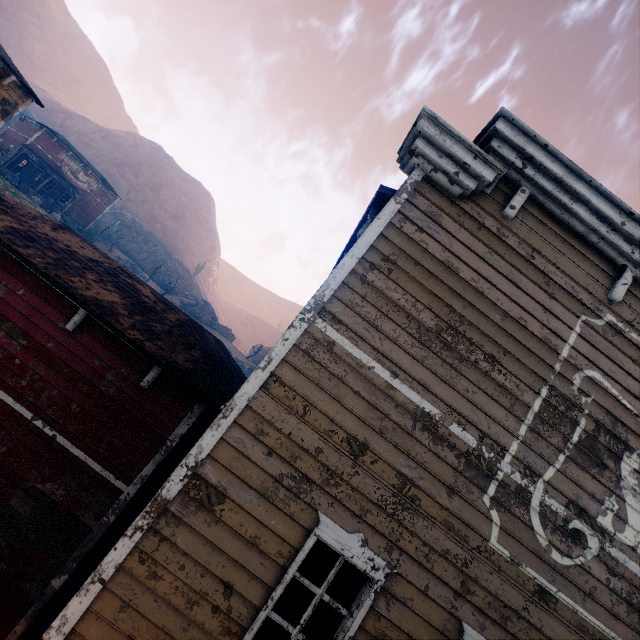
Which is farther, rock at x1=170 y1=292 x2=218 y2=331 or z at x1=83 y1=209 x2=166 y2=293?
rock at x1=170 y1=292 x2=218 y2=331

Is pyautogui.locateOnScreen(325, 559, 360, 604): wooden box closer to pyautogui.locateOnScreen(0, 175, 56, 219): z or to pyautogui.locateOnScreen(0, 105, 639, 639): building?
pyautogui.locateOnScreen(0, 105, 639, 639): building

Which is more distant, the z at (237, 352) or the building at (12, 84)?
the z at (237, 352)

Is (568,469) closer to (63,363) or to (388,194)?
(388,194)

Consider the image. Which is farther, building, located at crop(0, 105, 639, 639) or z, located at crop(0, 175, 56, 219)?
z, located at crop(0, 175, 56, 219)

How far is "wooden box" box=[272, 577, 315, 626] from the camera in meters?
3.8 m

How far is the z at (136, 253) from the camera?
50.4 meters

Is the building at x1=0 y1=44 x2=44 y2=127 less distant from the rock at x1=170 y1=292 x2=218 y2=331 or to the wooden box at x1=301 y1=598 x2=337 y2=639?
the wooden box at x1=301 y1=598 x2=337 y2=639
